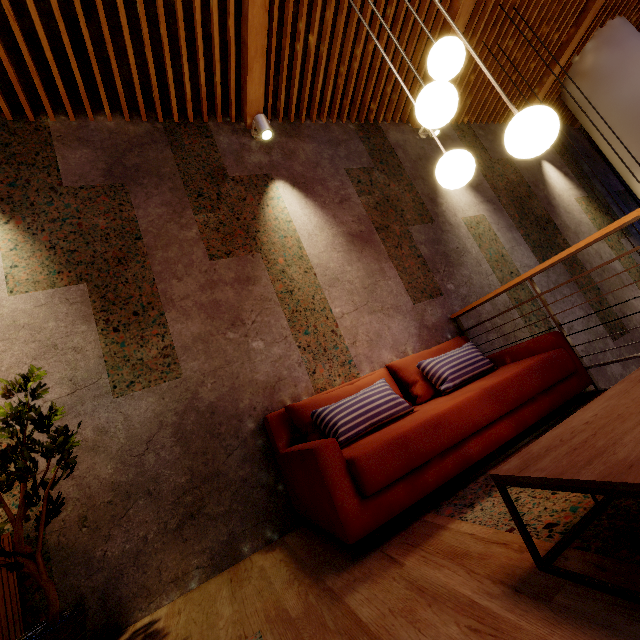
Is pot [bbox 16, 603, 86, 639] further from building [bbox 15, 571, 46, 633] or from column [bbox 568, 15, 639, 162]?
column [bbox 568, 15, 639, 162]

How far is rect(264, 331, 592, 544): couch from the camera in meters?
1.7 m

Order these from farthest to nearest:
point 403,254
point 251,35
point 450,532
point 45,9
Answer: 1. point 403,254
2. point 251,35
3. point 45,9
4. point 450,532

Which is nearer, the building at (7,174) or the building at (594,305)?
the building at (7,174)

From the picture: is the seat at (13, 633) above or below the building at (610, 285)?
below

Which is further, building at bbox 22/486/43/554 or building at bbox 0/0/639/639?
building at bbox 22/486/43/554

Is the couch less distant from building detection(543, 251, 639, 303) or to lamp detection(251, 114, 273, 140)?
building detection(543, 251, 639, 303)

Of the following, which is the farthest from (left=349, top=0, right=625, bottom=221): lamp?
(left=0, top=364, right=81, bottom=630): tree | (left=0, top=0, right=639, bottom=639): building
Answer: (left=0, top=364, right=81, bottom=630): tree
